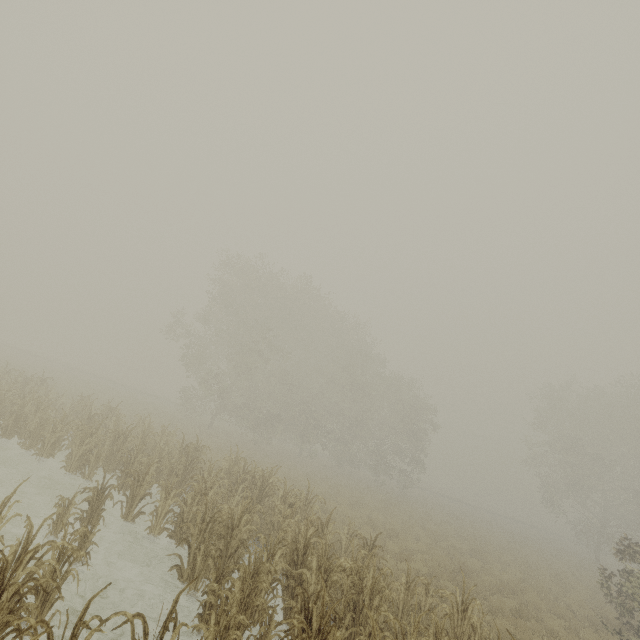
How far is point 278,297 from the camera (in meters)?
31.17
